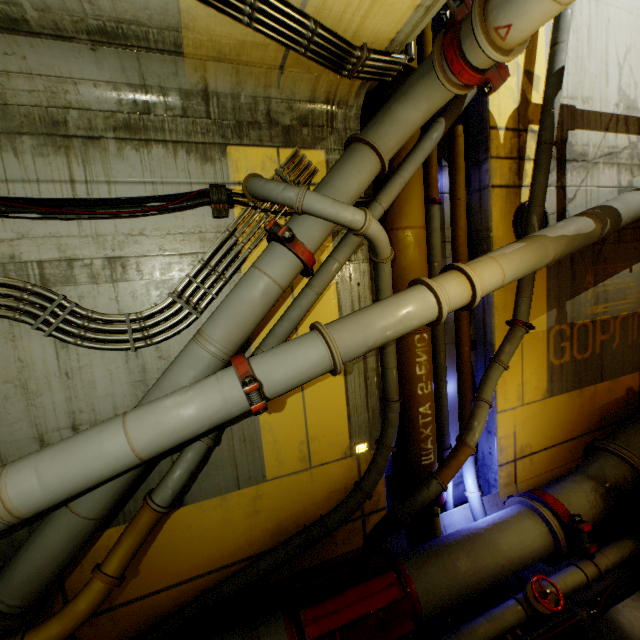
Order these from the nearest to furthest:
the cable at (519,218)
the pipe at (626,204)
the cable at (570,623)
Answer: the pipe at (626,204)
the cable at (570,623)
the cable at (519,218)

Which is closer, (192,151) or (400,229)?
(192,151)

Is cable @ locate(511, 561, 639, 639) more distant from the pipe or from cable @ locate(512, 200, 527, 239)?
cable @ locate(512, 200, 527, 239)

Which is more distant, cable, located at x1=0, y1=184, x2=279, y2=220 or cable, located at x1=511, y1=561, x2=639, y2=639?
cable, located at x1=511, y1=561, x2=639, y2=639

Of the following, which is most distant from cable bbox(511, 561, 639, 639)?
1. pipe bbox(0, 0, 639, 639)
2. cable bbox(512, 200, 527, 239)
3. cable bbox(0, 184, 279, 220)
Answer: cable bbox(512, 200, 527, 239)

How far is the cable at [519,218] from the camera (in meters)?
5.61

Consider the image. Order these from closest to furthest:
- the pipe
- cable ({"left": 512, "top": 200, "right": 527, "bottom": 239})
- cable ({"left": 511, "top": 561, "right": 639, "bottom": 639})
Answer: the pipe
cable ({"left": 511, "top": 561, "right": 639, "bottom": 639})
cable ({"left": 512, "top": 200, "right": 527, "bottom": 239})
